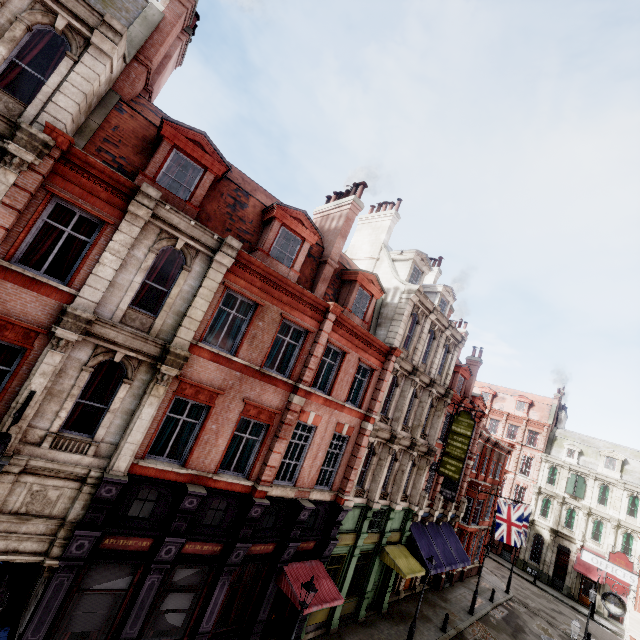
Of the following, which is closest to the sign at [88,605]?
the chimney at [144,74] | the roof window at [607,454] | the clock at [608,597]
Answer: the chimney at [144,74]

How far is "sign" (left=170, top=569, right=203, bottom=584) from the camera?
10.8m

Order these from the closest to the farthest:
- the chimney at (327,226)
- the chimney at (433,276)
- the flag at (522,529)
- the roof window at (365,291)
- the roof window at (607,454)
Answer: the chimney at (327,226), the roof window at (365,291), the flag at (522,529), the chimney at (433,276), the roof window at (607,454)

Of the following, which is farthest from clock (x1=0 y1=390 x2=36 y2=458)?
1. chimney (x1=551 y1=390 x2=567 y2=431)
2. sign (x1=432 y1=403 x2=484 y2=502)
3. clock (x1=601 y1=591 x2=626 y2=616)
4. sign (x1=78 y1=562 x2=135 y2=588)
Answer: chimney (x1=551 y1=390 x2=567 y2=431)

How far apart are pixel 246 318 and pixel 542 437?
48.0 meters

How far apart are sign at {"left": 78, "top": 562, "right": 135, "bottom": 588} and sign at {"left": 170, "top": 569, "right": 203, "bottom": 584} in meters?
1.4 m

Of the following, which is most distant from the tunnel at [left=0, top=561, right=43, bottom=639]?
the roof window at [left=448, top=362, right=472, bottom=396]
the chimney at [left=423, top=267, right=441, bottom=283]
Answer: the chimney at [left=423, top=267, right=441, bottom=283]

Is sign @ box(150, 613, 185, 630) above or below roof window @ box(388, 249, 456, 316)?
below
